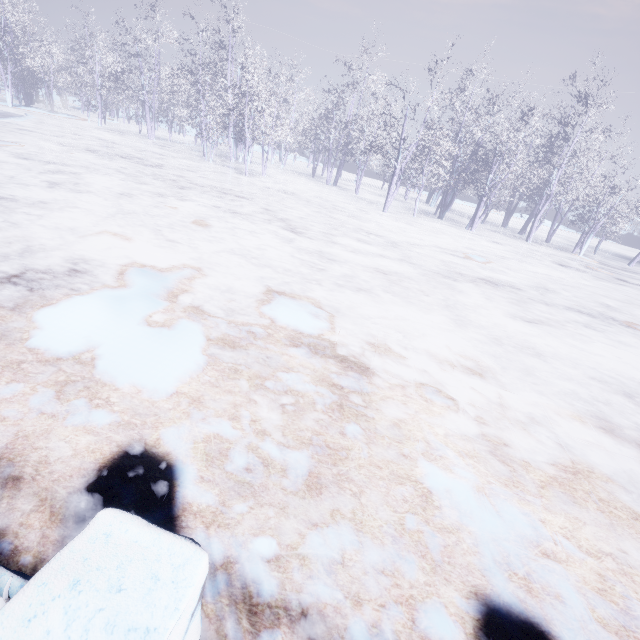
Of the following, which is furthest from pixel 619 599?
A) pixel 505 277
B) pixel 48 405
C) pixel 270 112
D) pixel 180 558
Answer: pixel 270 112
